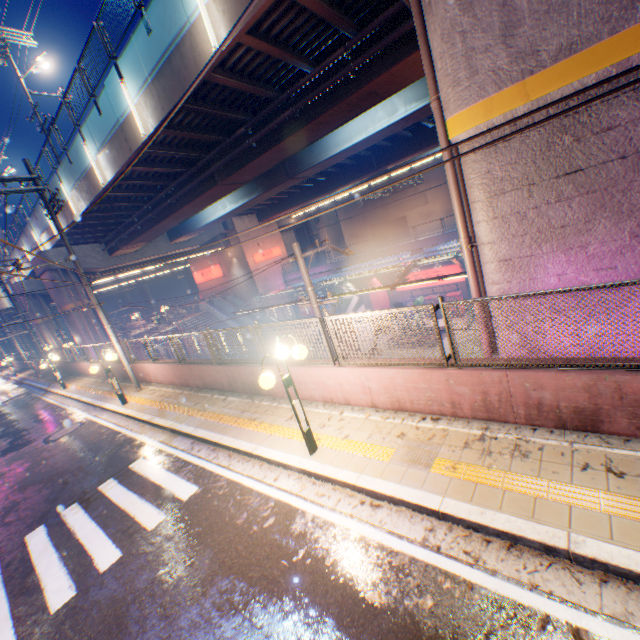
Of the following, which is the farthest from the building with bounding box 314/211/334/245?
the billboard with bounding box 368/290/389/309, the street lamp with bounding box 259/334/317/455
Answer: the street lamp with bounding box 259/334/317/455

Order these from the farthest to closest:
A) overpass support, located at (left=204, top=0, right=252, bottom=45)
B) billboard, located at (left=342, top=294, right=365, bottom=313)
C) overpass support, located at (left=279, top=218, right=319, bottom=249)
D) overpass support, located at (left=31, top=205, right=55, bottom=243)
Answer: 1. overpass support, located at (left=279, top=218, right=319, bottom=249)
2. billboard, located at (left=342, top=294, right=365, bottom=313)
3. overpass support, located at (left=31, top=205, right=55, bottom=243)
4. overpass support, located at (left=204, top=0, right=252, bottom=45)

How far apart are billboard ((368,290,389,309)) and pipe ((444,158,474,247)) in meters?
24.6 m

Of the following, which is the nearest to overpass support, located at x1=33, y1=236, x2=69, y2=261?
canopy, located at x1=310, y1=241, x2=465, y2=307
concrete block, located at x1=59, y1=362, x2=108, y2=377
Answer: concrete block, located at x1=59, y1=362, x2=108, y2=377

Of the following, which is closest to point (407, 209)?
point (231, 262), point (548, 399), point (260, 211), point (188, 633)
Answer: point (260, 211)

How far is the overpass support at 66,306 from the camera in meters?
24.6

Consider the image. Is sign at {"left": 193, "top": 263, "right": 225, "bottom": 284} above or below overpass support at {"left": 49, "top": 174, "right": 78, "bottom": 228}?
below

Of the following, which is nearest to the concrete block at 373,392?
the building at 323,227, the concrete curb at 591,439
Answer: the concrete curb at 591,439
